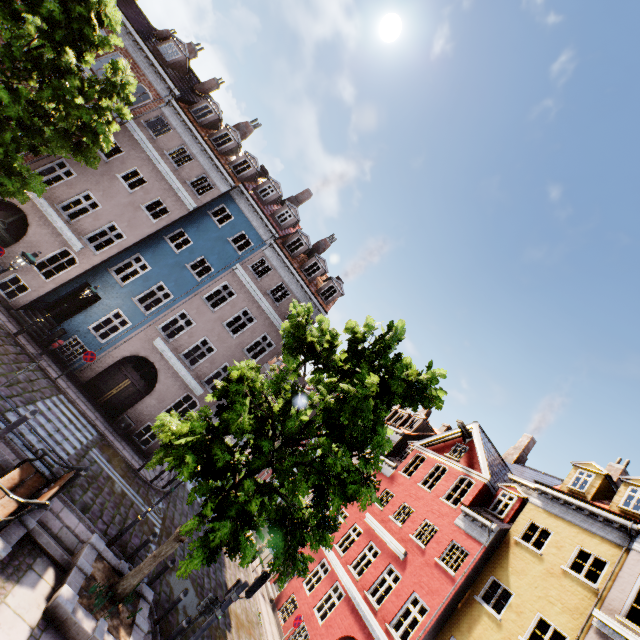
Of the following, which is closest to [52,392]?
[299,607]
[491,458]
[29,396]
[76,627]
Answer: [29,396]

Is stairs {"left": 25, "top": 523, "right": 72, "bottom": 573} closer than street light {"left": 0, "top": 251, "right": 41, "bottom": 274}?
Yes

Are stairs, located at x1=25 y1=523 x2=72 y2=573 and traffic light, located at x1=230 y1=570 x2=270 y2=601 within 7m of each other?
yes

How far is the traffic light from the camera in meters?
8.8 m

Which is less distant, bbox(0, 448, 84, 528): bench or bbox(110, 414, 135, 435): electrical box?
bbox(0, 448, 84, 528): bench

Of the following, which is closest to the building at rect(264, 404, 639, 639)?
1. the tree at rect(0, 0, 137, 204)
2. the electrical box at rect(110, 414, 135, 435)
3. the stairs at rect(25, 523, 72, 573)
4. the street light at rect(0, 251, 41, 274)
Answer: the tree at rect(0, 0, 137, 204)

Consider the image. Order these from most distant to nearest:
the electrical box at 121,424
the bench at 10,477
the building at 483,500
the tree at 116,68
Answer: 1. the electrical box at 121,424
2. the building at 483,500
3. the tree at 116,68
4. the bench at 10,477

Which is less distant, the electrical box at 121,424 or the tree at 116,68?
the tree at 116,68
